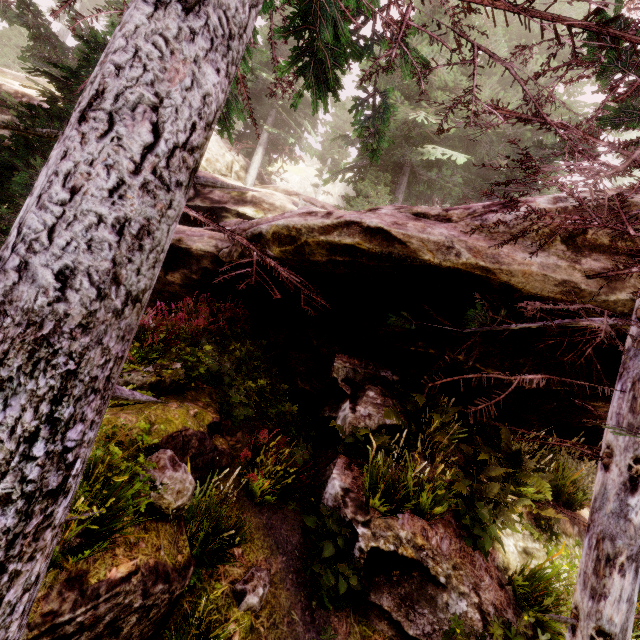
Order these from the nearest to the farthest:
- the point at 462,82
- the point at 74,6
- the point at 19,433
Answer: the point at 19,433 < the point at 462,82 < the point at 74,6

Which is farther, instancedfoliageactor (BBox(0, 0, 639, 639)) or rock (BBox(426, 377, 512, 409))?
rock (BBox(426, 377, 512, 409))

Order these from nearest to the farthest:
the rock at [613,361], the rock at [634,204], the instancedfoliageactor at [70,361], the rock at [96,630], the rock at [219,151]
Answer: the instancedfoliageactor at [70,361], the rock at [96,630], the rock at [634,204], the rock at [613,361], the rock at [219,151]

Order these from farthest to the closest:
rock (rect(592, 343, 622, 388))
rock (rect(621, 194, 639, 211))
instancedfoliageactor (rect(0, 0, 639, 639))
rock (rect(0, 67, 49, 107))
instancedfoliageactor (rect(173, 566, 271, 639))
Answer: rock (rect(0, 67, 49, 107))
rock (rect(592, 343, 622, 388))
rock (rect(621, 194, 639, 211))
instancedfoliageactor (rect(173, 566, 271, 639))
instancedfoliageactor (rect(0, 0, 639, 639))

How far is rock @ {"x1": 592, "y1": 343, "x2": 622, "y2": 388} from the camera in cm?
595

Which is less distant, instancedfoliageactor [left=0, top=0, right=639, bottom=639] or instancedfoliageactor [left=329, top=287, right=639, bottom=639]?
instancedfoliageactor [left=0, top=0, right=639, bottom=639]

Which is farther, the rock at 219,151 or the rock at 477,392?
the rock at 219,151
